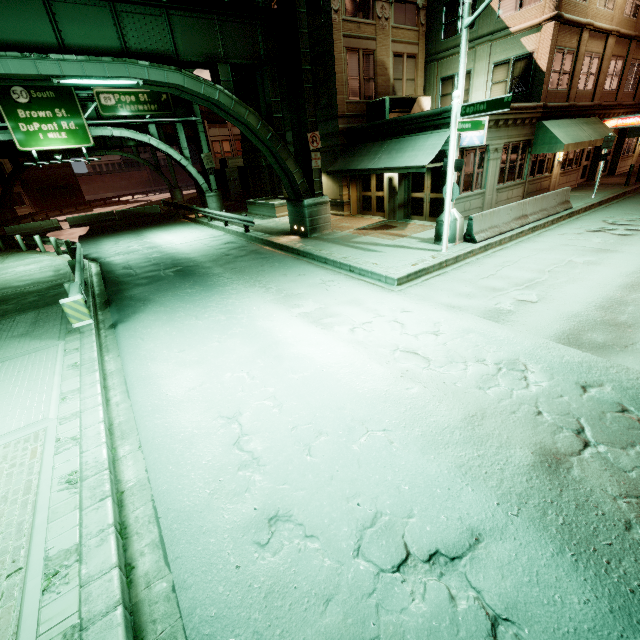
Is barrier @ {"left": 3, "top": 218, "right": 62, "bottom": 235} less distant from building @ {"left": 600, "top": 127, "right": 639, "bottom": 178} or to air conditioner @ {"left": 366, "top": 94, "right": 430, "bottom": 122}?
building @ {"left": 600, "top": 127, "right": 639, "bottom": 178}

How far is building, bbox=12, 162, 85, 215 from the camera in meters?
46.8 m

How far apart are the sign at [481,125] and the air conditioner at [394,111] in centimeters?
743cm

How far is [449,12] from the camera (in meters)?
18.27

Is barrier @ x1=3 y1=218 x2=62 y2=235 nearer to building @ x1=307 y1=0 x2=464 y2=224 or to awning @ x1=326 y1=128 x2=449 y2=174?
building @ x1=307 y1=0 x2=464 y2=224

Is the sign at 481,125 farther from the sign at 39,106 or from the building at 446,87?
the sign at 39,106

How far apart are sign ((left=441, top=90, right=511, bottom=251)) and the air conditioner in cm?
743

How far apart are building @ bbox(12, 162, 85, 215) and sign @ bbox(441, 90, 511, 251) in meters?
65.9
